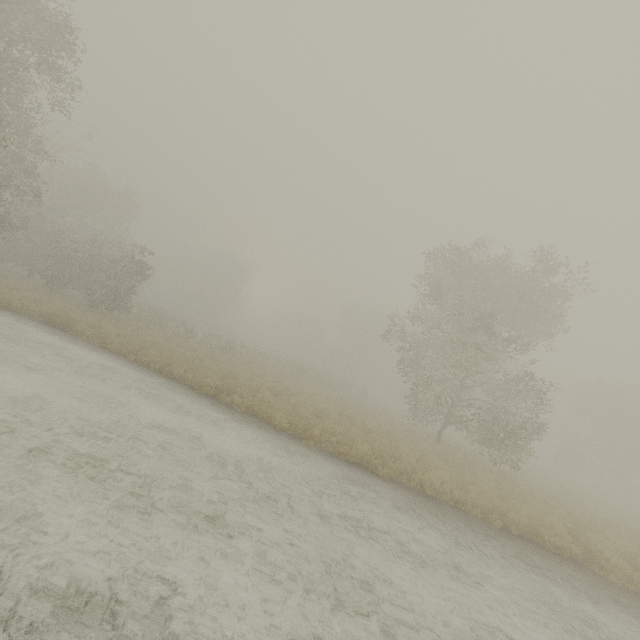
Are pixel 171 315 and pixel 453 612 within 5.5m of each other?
no
